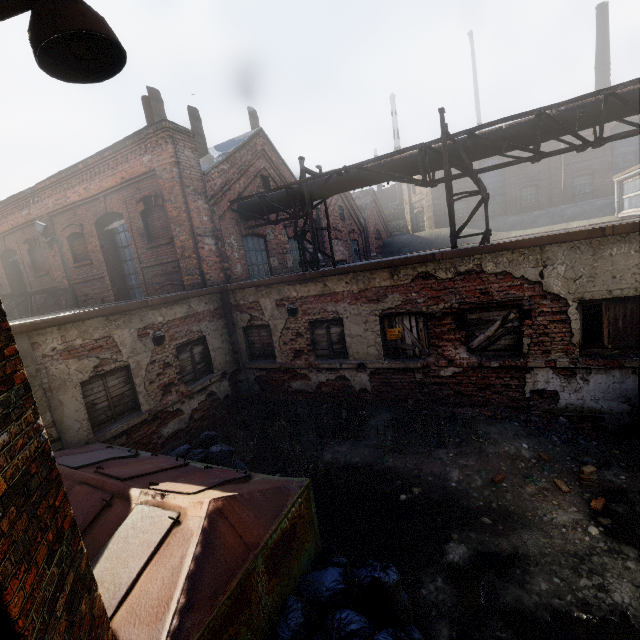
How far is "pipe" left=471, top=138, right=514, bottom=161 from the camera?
7.70m

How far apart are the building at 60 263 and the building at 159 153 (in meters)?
5.78

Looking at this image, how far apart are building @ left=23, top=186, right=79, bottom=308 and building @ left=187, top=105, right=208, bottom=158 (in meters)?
5.62

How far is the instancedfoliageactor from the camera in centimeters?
488cm

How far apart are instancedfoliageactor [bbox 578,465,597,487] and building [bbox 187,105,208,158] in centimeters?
1460cm

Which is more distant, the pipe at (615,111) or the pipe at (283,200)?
the pipe at (283,200)

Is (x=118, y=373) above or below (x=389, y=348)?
above
